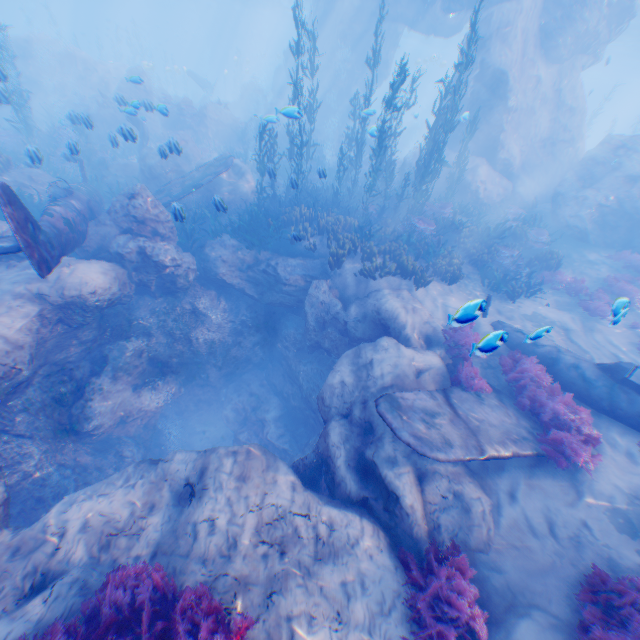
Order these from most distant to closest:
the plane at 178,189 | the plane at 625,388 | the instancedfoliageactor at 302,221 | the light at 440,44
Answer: the light at 440,44, the plane at 178,189, the instancedfoliageactor at 302,221, the plane at 625,388

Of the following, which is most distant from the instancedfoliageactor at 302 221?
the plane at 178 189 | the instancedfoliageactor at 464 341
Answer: the instancedfoliageactor at 464 341

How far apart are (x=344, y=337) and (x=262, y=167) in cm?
805

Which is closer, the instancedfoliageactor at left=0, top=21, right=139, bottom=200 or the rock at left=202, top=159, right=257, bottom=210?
the instancedfoliageactor at left=0, top=21, right=139, bottom=200

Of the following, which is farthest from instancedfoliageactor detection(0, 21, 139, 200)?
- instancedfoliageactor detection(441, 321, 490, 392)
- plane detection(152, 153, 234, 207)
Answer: instancedfoliageactor detection(441, 321, 490, 392)

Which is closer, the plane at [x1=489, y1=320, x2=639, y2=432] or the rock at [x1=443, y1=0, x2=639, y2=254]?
the plane at [x1=489, y1=320, x2=639, y2=432]

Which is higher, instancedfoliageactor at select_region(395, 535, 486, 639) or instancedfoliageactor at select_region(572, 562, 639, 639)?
instancedfoliageactor at select_region(572, 562, 639, 639)

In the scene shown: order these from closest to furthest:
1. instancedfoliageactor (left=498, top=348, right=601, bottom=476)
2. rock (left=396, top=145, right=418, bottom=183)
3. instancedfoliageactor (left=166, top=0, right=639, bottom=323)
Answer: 1. instancedfoliageactor (left=498, top=348, right=601, bottom=476)
2. instancedfoliageactor (left=166, top=0, right=639, bottom=323)
3. rock (left=396, top=145, right=418, bottom=183)
